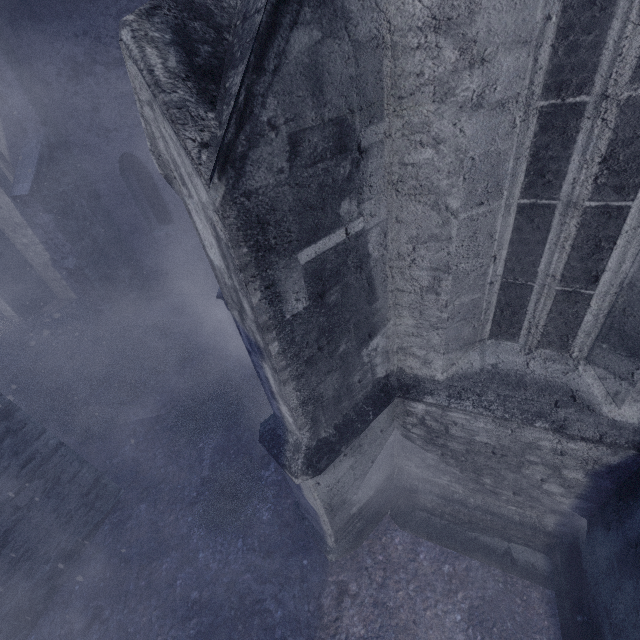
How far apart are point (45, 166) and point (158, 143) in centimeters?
898cm

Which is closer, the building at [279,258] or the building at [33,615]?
the building at [279,258]

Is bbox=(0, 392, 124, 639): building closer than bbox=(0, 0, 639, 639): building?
No
